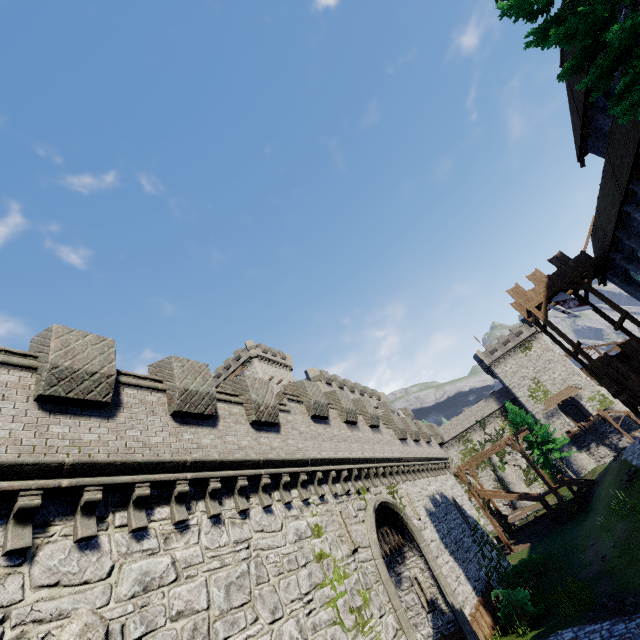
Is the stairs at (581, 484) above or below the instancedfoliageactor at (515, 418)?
below

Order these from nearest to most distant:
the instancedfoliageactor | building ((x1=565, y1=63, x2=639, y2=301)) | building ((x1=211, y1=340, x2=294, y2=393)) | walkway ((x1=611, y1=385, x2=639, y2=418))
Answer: building ((x1=565, y1=63, x2=639, y2=301)) → walkway ((x1=611, y1=385, x2=639, y2=418)) → the instancedfoliageactor → building ((x1=211, y1=340, x2=294, y2=393))

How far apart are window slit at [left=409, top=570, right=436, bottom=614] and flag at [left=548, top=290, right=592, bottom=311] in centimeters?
2169cm

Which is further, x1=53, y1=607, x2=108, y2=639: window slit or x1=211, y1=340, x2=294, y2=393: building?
x1=211, y1=340, x2=294, y2=393: building

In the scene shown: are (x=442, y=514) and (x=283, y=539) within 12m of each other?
no

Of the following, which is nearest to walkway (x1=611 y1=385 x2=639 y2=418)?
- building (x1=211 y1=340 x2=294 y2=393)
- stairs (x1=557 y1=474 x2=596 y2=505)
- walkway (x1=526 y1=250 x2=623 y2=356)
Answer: walkway (x1=526 y1=250 x2=623 y2=356)

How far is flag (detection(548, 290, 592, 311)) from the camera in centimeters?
2465cm

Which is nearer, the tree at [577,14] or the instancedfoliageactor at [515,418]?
the tree at [577,14]
